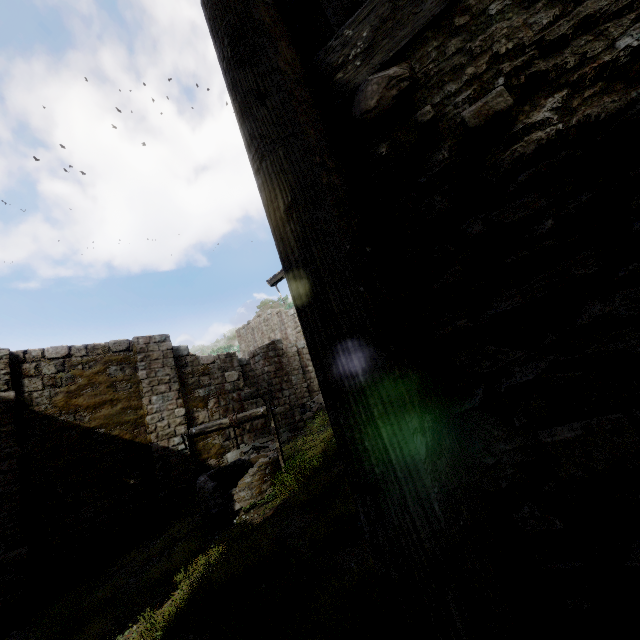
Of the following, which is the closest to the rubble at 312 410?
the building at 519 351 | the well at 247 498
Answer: the building at 519 351

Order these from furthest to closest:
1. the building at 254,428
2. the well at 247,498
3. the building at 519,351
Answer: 1. the building at 254,428
2. the well at 247,498
3. the building at 519,351

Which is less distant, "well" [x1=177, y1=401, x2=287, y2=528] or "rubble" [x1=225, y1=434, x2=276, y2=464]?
"well" [x1=177, y1=401, x2=287, y2=528]

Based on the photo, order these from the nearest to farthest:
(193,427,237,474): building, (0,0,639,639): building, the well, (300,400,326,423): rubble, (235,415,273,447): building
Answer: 1. (0,0,639,639): building
2. the well
3. (193,427,237,474): building
4. (300,400,326,423): rubble
5. (235,415,273,447): building

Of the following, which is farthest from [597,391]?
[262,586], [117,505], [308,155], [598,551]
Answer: [117,505]

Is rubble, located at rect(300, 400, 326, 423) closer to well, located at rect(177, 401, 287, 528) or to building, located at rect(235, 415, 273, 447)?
building, located at rect(235, 415, 273, 447)

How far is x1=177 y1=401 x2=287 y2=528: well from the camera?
6.8 meters
